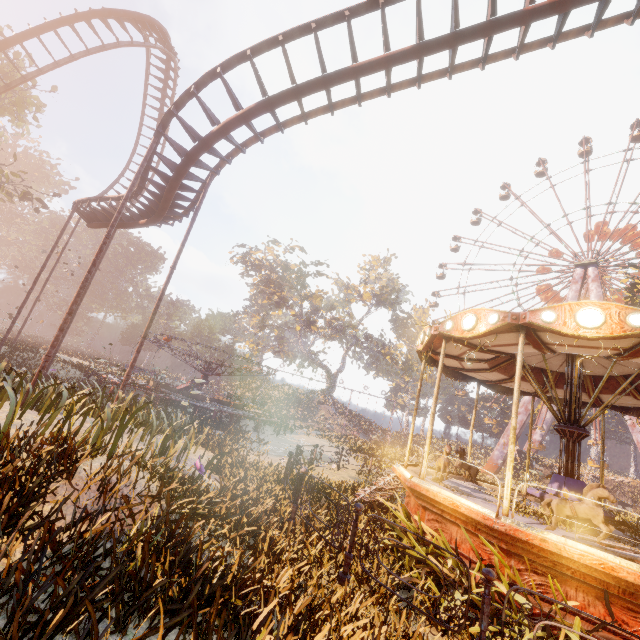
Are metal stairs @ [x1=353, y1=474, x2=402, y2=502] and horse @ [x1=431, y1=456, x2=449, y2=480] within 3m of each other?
yes

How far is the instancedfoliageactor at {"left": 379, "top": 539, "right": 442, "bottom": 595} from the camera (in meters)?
5.59

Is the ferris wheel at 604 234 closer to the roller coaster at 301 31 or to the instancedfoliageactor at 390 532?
the roller coaster at 301 31

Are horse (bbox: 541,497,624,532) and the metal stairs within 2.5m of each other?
no

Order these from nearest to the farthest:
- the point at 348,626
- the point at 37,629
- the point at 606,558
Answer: the point at 37,629
the point at 348,626
the point at 606,558

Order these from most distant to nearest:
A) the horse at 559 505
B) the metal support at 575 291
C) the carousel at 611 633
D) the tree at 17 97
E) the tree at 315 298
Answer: the tree at 315 298 → the metal support at 575 291 → the tree at 17 97 → the horse at 559 505 → the carousel at 611 633

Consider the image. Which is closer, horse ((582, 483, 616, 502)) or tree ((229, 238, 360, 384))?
horse ((582, 483, 616, 502))

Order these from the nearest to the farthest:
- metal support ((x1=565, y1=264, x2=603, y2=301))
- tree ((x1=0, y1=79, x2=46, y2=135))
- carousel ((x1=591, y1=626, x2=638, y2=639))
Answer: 1. carousel ((x1=591, y1=626, x2=638, y2=639))
2. tree ((x1=0, y1=79, x2=46, y2=135))
3. metal support ((x1=565, y1=264, x2=603, y2=301))
